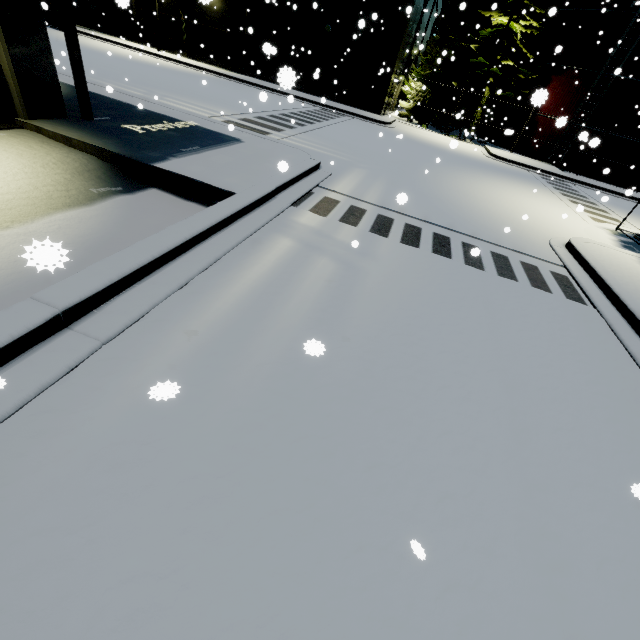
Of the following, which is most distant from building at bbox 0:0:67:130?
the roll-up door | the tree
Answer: the tree

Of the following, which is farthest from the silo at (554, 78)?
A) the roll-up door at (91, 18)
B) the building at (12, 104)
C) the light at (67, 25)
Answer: the roll-up door at (91, 18)

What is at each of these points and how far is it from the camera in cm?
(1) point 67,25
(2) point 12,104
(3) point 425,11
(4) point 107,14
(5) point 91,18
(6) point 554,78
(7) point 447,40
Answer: (1) light, 658
(2) building, 657
(3) building, 2053
(4) building, 2717
(5) roll-up door, 2795
(6) silo, 2458
(7) tree, 2567

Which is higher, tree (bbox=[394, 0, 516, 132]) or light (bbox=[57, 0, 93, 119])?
tree (bbox=[394, 0, 516, 132])

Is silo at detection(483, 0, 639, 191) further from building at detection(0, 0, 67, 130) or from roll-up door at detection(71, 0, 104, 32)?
roll-up door at detection(71, 0, 104, 32)

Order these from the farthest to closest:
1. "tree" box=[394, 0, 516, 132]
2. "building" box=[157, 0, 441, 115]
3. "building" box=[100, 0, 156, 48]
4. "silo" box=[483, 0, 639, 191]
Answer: "building" box=[100, 0, 156, 48] < "tree" box=[394, 0, 516, 132] < "building" box=[157, 0, 441, 115] < "silo" box=[483, 0, 639, 191]

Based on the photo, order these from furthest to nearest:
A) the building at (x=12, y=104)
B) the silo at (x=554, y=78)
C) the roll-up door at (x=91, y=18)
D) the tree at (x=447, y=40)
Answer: the roll-up door at (x=91, y=18) < the tree at (x=447, y=40) < the silo at (x=554, y=78) < the building at (x=12, y=104)

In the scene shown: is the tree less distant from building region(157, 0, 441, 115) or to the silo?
building region(157, 0, 441, 115)
